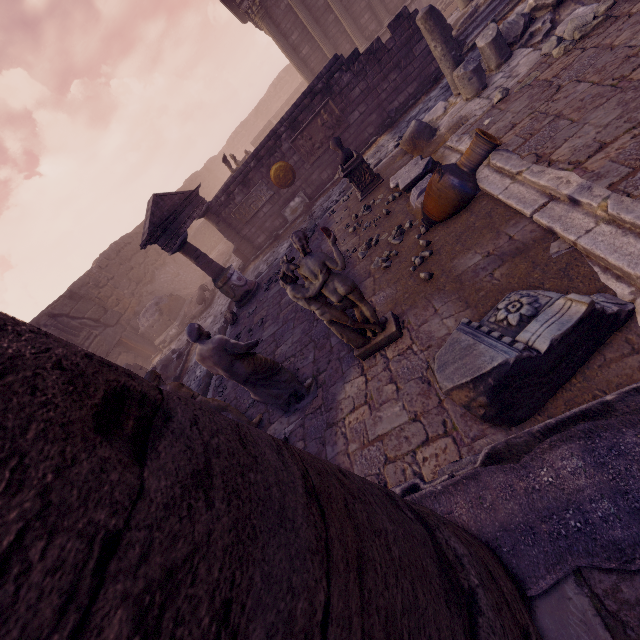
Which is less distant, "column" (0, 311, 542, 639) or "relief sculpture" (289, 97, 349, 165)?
"column" (0, 311, 542, 639)

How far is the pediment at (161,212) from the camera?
9.8m

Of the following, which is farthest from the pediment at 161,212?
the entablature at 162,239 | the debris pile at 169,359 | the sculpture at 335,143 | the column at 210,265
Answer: the sculpture at 335,143

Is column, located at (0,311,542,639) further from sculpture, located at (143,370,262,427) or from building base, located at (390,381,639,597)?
sculpture, located at (143,370,262,427)

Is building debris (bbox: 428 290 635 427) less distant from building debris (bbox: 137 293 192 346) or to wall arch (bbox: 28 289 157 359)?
wall arch (bbox: 28 289 157 359)

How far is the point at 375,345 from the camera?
4.1m

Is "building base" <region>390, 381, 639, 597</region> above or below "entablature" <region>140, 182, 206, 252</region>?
below

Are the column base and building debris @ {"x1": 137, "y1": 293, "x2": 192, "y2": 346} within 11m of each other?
yes
